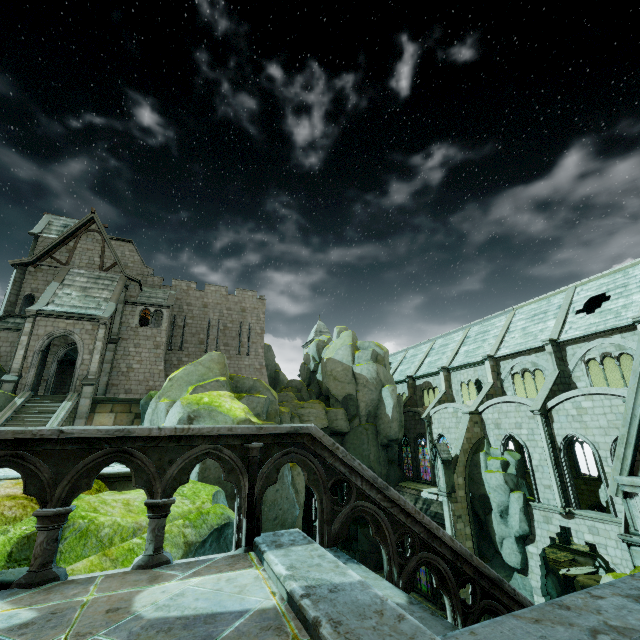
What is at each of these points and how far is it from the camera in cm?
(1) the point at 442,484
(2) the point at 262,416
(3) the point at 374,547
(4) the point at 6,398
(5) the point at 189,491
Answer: (1) merlon, 2431
(2) rock, 2067
(3) rock, 3078
(4) rock, 1930
(5) rock, 864

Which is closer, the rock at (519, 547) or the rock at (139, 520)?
the rock at (139, 520)

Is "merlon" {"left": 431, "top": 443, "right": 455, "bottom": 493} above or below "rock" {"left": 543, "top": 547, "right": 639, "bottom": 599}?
above

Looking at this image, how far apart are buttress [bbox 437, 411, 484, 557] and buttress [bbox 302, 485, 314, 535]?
23.2m

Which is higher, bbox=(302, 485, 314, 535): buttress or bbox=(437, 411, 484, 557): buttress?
bbox=(437, 411, 484, 557): buttress

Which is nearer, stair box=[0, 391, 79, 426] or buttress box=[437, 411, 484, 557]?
stair box=[0, 391, 79, 426]

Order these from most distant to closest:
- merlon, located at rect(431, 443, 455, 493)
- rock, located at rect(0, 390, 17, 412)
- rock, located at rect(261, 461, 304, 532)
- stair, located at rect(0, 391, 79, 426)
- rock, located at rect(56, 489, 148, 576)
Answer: merlon, located at rect(431, 443, 455, 493), rock, located at rect(0, 390, 17, 412), stair, located at rect(0, 391, 79, 426), rock, located at rect(261, 461, 304, 532), rock, located at rect(56, 489, 148, 576)

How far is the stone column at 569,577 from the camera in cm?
2753
